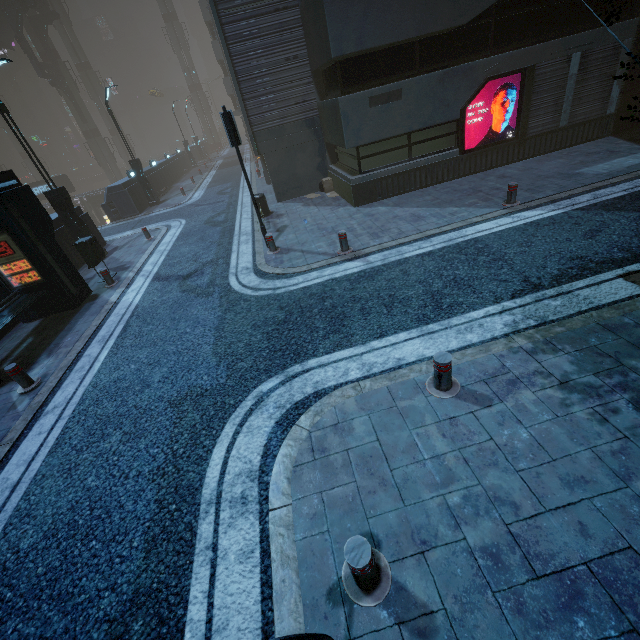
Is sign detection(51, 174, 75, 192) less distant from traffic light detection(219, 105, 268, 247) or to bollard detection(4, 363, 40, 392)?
traffic light detection(219, 105, 268, 247)

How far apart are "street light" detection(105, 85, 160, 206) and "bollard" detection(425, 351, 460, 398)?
23.9m

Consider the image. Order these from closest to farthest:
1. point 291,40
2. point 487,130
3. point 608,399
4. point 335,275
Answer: point 608,399 < point 335,275 < point 487,130 < point 291,40

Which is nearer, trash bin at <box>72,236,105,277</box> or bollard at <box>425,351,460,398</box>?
bollard at <box>425,351,460,398</box>

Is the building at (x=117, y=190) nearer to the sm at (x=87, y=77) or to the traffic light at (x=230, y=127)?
the sm at (x=87, y=77)

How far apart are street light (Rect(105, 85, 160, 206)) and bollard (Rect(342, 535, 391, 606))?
25.0 meters

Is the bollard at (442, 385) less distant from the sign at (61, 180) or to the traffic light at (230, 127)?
the traffic light at (230, 127)

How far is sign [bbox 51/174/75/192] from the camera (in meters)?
38.53
